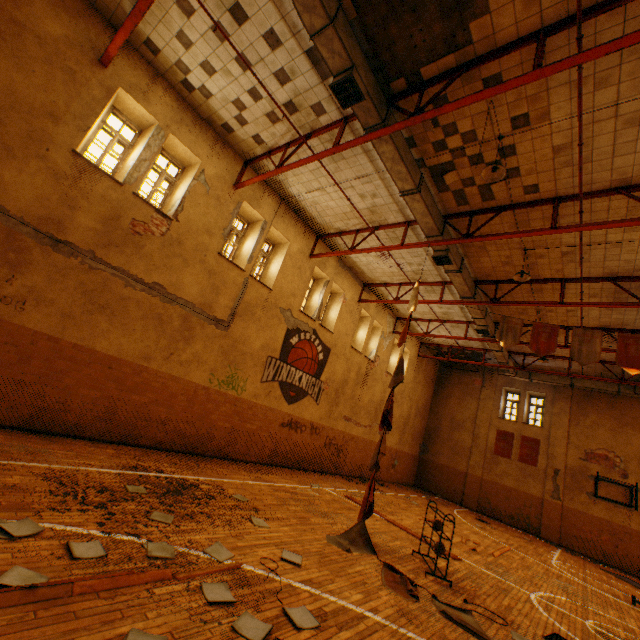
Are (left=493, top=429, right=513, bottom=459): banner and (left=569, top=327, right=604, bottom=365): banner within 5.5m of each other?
no

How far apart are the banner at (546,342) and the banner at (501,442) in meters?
12.2

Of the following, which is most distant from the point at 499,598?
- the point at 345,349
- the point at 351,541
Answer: the point at 345,349

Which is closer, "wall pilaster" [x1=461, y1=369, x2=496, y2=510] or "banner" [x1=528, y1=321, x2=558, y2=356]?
"banner" [x1=528, y1=321, x2=558, y2=356]

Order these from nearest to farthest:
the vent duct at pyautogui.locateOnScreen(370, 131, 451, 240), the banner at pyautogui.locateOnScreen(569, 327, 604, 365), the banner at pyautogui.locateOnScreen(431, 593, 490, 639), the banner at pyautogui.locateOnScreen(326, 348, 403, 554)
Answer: the banner at pyautogui.locateOnScreen(431, 593, 490, 639) → the banner at pyautogui.locateOnScreen(326, 348, 403, 554) → the vent duct at pyautogui.locateOnScreen(370, 131, 451, 240) → the banner at pyautogui.locateOnScreen(569, 327, 604, 365)

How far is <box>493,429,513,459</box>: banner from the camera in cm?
1966

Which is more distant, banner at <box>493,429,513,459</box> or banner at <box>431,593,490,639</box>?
banner at <box>493,429,513,459</box>

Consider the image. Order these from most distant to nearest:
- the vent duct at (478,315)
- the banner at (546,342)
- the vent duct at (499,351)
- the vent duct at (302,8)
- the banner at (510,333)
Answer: the vent duct at (499,351) → the vent duct at (478,315) → the banner at (510,333) → the banner at (546,342) → the vent duct at (302,8)
